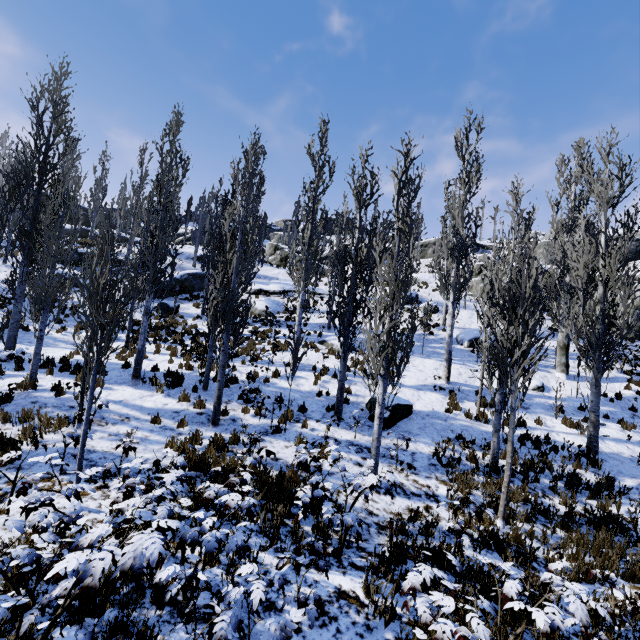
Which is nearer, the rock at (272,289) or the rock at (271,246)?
the rock at (272,289)

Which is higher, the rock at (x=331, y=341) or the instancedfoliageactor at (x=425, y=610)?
the rock at (x=331, y=341)

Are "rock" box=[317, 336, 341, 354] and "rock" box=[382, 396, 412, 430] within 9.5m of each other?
yes

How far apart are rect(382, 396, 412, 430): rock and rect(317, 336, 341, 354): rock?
5.0m

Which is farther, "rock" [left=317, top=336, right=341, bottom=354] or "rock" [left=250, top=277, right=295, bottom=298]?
"rock" [left=250, top=277, right=295, bottom=298]

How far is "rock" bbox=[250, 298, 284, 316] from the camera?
22.27m

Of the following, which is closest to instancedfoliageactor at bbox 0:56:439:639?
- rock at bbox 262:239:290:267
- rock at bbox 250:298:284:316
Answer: rock at bbox 250:298:284:316

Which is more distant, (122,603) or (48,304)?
(48,304)
